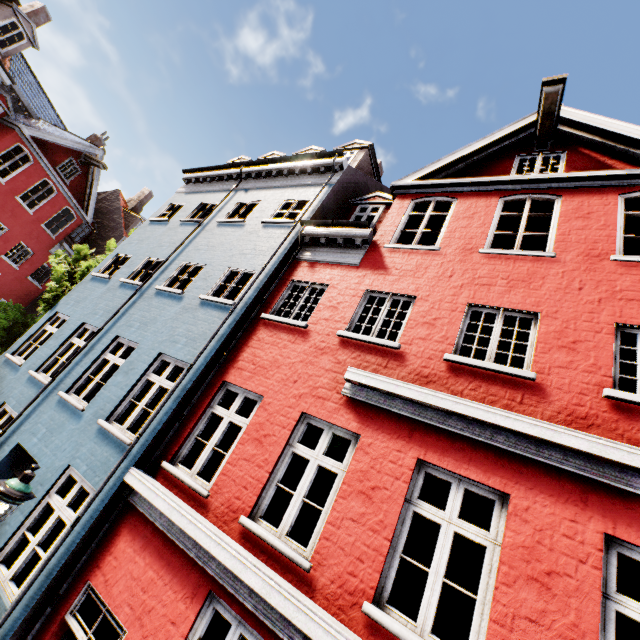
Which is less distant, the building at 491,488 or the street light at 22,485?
the building at 491,488

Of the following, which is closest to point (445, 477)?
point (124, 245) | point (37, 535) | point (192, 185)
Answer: point (37, 535)

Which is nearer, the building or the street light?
the building
